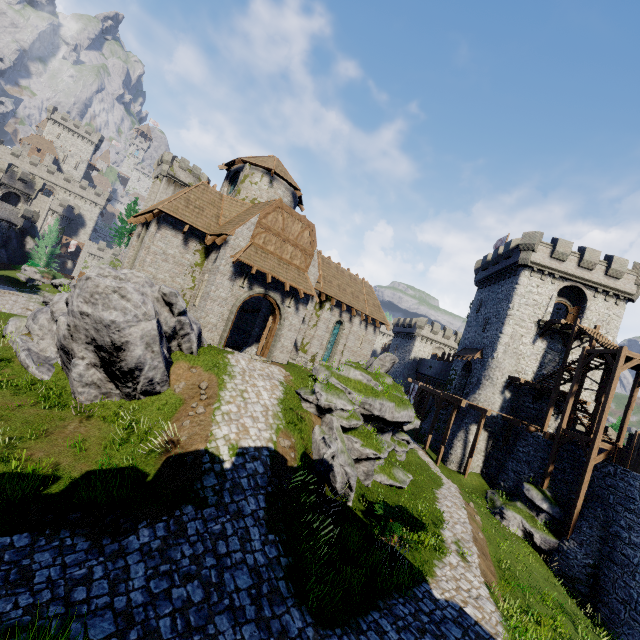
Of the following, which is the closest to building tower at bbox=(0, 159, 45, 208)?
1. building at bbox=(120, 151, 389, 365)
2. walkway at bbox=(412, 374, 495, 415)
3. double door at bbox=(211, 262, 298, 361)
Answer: building at bbox=(120, 151, 389, 365)

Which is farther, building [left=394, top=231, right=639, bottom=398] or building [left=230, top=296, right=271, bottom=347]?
building [left=394, top=231, right=639, bottom=398]

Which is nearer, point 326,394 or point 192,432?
point 192,432

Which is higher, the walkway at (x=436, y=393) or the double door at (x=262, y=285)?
the walkway at (x=436, y=393)

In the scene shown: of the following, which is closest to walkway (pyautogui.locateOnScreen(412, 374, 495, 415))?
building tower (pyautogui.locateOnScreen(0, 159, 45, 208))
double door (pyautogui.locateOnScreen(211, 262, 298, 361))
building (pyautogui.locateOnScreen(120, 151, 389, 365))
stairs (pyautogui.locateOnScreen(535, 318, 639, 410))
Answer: stairs (pyautogui.locateOnScreen(535, 318, 639, 410))

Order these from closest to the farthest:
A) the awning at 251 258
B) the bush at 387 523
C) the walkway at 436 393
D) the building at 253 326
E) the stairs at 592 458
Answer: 1. the bush at 387 523
2. the awning at 251 258
3. the stairs at 592 458
4. the building at 253 326
5. the walkway at 436 393

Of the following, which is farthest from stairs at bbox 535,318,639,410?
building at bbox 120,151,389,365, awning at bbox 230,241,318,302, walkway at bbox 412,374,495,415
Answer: awning at bbox 230,241,318,302

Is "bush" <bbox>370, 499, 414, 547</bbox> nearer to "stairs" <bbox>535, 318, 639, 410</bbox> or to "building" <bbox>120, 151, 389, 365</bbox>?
"building" <bbox>120, 151, 389, 365</bbox>
